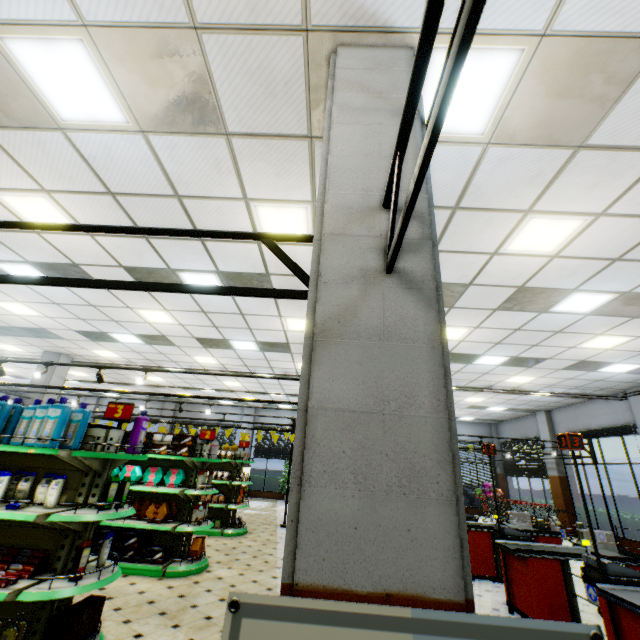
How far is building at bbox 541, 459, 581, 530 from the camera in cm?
1323

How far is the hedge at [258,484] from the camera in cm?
1870

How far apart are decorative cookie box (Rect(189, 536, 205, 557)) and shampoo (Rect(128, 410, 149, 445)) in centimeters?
332cm

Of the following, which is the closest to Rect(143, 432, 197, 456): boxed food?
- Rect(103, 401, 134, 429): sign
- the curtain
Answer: Rect(103, 401, 134, 429): sign

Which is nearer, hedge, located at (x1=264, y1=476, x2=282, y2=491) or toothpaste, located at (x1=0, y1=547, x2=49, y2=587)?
toothpaste, located at (x1=0, y1=547, x2=49, y2=587)

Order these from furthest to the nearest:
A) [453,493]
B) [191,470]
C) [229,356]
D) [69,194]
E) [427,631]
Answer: [229,356]
[191,470]
[69,194]
[453,493]
[427,631]

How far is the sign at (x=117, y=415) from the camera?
4.0m
